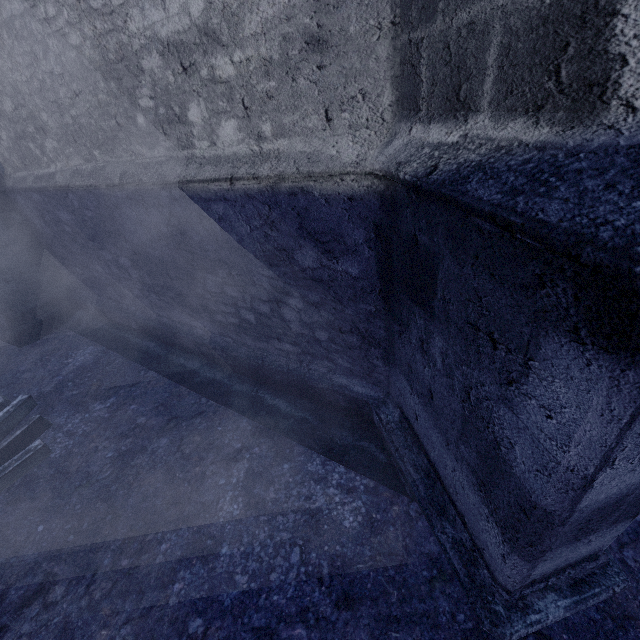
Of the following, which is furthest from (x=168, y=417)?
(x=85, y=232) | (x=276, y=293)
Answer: (x=85, y=232)

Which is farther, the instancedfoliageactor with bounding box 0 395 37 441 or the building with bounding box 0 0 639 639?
the instancedfoliageactor with bounding box 0 395 37 441

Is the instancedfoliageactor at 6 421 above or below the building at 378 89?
below

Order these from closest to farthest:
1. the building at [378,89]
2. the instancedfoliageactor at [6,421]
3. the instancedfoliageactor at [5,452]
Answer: the building at [378,89] → the instancedfoliageactor at [5,452] → the instancedfoliageactor at [6,421]

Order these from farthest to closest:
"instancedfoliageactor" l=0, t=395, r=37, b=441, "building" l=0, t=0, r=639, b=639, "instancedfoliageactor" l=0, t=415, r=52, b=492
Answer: "instancedfoliageactor" l=0, t=395, r=37, b=441 → "instancedfoliageactor" l=0, t=415, r=52, b=492 → "building" l=0, t=0, r=639, b=639

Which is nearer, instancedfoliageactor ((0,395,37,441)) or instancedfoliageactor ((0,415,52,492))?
instancedfoliageactor ((0,415,52,492))

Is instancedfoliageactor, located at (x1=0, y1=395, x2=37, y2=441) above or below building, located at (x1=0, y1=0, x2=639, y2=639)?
below
